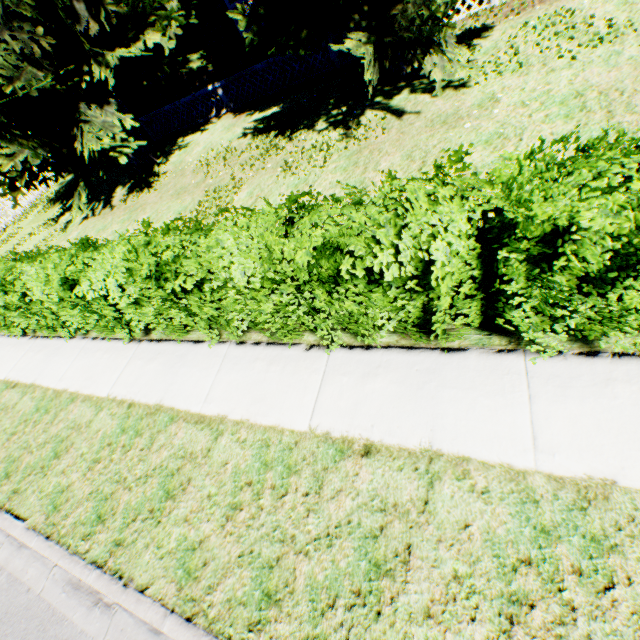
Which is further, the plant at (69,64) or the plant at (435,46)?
the plant at (69,64)

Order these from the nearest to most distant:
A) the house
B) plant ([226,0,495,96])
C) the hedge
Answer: the hedge < plant ([226,0,495,96]) < the house

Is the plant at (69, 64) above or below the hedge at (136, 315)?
above

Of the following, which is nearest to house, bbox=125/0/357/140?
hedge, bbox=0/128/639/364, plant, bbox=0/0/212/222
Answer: plant, bbox=0/0/212/222

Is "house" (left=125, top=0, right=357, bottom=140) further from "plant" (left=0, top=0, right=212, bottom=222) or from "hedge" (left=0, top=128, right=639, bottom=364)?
"hedge" (left=0, top=128, right=639, bottom=364)

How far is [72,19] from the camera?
8.51m
